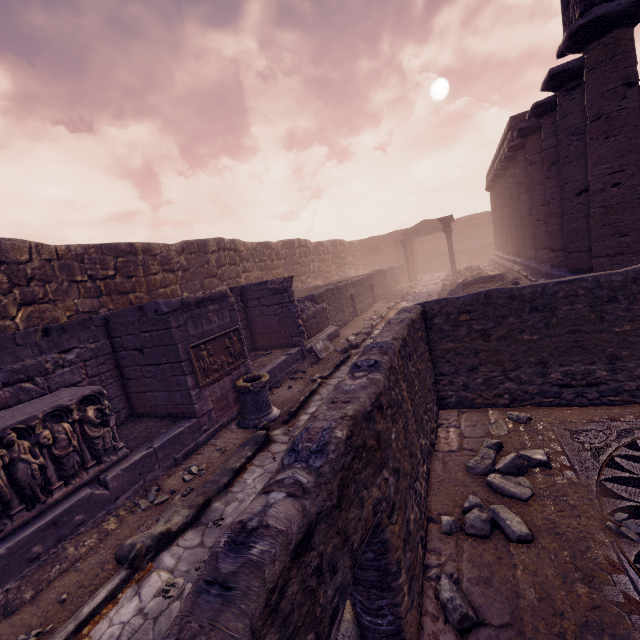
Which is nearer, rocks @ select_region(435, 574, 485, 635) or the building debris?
rocks @ select_region(435, 574, 485, 635)

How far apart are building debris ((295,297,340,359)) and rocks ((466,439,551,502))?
6.43m

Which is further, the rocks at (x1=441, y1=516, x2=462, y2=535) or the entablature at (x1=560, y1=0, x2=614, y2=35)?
the entablature at (x1=560, y1=0, x2=614, y2=35)

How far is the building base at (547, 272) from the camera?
10.2m

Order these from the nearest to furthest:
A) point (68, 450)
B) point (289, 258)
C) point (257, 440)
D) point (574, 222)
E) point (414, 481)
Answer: point (414, 481) < point (68, 450) < point (257, 440) < point (574, 222) < point (289, 258)

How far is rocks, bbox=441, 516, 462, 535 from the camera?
3.2m

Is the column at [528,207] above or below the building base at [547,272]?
above

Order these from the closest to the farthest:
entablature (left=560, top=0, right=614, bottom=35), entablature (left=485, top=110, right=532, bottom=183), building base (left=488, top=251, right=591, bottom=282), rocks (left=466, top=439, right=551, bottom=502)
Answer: rocks (left=466, top=439, right=551, bottom=502), entablature (left=560, top=0, right=614, bottom=35), building base (left=488, top=251, right=591, bottom=282), entablature (left=485, top=110, right=532, bottom=183)
